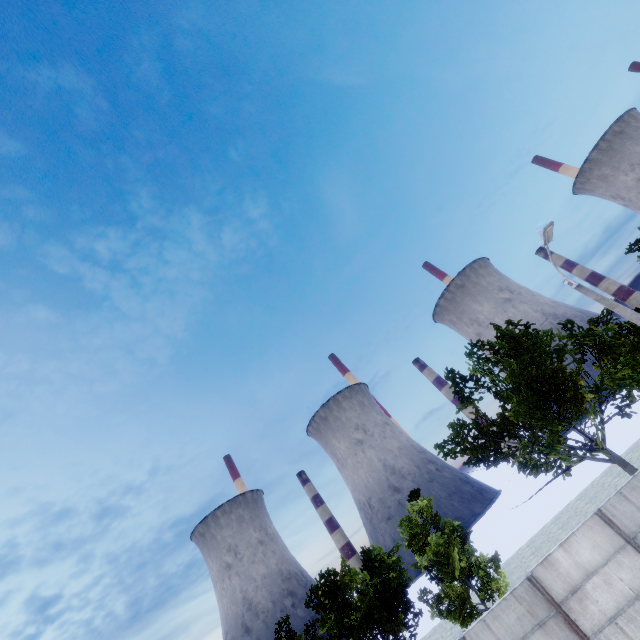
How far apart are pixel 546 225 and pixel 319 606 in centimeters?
1883cm
